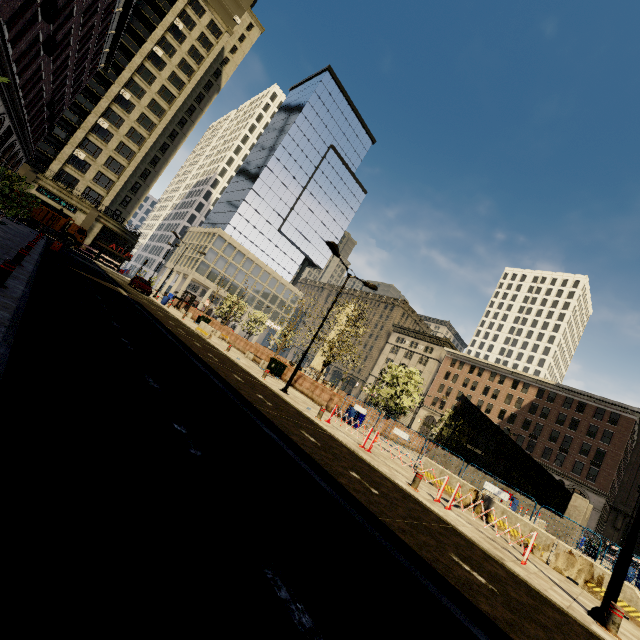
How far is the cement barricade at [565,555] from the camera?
9.5 meters

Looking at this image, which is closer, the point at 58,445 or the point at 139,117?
the point at 58,445

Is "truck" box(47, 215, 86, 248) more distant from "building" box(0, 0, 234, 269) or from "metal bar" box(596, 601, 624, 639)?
"metal bar" box(596, 601, 624, 639)

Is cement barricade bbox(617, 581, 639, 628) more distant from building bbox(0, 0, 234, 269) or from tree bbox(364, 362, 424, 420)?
building bbox(0, 0, 234, 269)

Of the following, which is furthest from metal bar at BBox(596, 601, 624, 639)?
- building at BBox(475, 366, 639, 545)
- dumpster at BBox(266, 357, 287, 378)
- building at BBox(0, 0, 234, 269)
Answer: building at BBox(475, 366, 639, 545)

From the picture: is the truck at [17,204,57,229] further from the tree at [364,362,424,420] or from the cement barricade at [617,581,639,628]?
the cement barricade at [617,581,639,628]

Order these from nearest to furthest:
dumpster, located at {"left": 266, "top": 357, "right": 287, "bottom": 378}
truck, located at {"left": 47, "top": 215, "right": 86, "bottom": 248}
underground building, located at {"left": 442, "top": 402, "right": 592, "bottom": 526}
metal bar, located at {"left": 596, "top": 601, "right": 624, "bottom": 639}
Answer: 1. metal bar, located at {"left": 596, "top": 601, "right": 624, "bottom": 639}
2. underground building, located at {"left": 442, "top": 402, "right": 592, "bottom": 526}
3. dumpster, located at {"left": 266, "top": 357, "right": 287, "bottom": 378}
4. truck, located at {"left": 47, "top": 215, "right": 86, "bottom": 248}

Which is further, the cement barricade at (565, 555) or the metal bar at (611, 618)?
the cement barricade at (565, 555)
